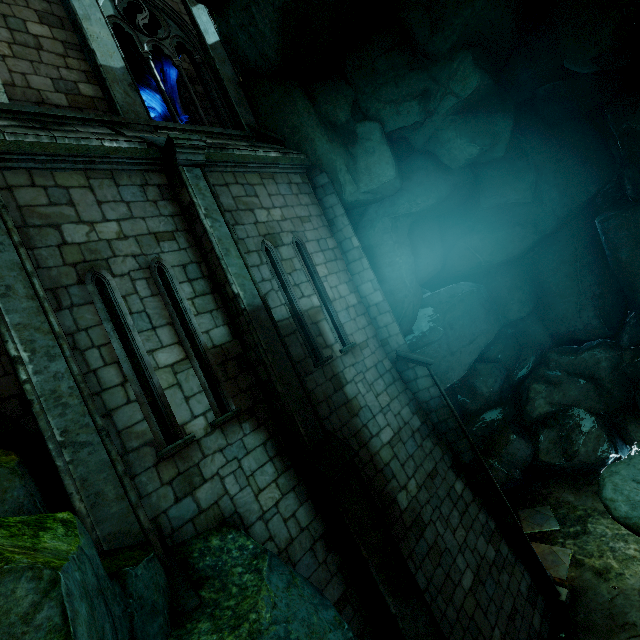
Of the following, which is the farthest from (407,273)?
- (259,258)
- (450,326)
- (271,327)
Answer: (271,327)

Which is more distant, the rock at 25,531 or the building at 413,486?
the building at 413,486

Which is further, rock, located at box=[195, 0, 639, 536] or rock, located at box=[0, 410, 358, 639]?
rock, located at box=[195, 0, 639, 536]

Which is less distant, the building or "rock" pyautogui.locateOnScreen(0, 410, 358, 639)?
"rock" pyautogui.locateOnScreen(0, 410, 358, 639)

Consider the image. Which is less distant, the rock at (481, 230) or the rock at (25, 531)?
the rock at (25, 531)

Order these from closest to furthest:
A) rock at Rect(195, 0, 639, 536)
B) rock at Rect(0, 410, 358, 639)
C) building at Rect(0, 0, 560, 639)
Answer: rock at Rect(0, 410, 358, 639) < building at Rect(0, 0, 560, 639) < rock at Rect(195, 0, 639, 536)
